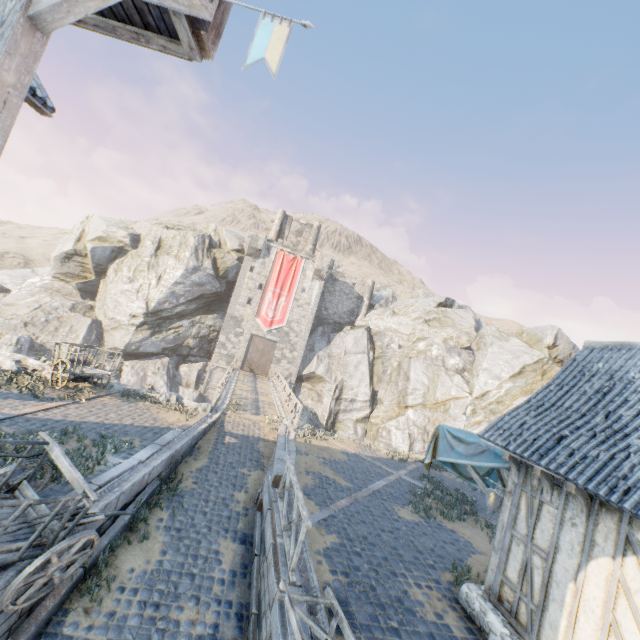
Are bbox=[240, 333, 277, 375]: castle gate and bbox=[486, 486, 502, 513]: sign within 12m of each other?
no

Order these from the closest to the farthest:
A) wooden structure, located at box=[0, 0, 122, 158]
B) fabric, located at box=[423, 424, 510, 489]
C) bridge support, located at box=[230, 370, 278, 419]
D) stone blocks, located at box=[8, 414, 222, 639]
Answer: wooden structure, located at box=[0, 0, 122, 158], stone blocks, located at box=[8, 414, 222, 639], fabric, located at box=[423, 424, 510, 489], bridge support, located at box=[230, 370, 278, 419]

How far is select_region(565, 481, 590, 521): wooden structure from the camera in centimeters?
533cm

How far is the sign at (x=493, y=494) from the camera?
7.30m

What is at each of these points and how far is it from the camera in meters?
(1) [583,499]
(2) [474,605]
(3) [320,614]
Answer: (1) wooden structure, 5.3
(2) stone foundation, 6.5
(3) stone gutter, 5.4

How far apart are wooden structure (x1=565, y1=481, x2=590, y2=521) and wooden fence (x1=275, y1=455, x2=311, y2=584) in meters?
4.5

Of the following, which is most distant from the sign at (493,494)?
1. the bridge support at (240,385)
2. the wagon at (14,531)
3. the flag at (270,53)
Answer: the bridge support at (240,385)

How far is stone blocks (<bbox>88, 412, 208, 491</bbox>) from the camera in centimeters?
710cm
